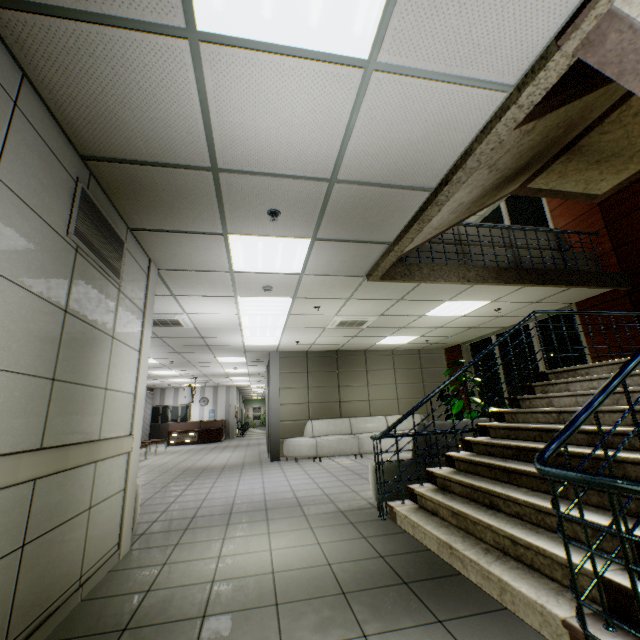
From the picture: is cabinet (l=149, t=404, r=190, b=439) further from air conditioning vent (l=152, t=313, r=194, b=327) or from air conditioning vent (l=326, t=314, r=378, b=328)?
air conditioning vent (l=326, t=314, r=378, b=328)

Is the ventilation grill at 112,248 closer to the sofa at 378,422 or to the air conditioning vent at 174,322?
the air conditioning vent at 174,322

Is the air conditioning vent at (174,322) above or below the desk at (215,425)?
above

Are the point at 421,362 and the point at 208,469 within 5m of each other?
no

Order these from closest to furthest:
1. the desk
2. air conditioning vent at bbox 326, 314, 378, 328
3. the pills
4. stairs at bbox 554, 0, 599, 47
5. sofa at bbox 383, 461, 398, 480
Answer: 1. stairs at bbox 554, 0, 599, 47
2. sofa at bbox 383, 461, 398, 480
3. air conditioning vent at bbox 326, 314, 378, 328
4. the pills
5. the desk

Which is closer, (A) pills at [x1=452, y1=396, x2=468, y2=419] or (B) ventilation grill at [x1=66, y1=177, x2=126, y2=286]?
(B) ventilation grill at [x1=66, y1=177, x2=126, y2=286]

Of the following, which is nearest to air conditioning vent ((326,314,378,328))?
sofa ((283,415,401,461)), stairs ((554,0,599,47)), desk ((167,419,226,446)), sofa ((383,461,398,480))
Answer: stairs ((554,0,599,47))

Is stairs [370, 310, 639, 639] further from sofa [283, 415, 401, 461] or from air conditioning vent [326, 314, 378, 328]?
sofa [283, 415, 401, 461]
